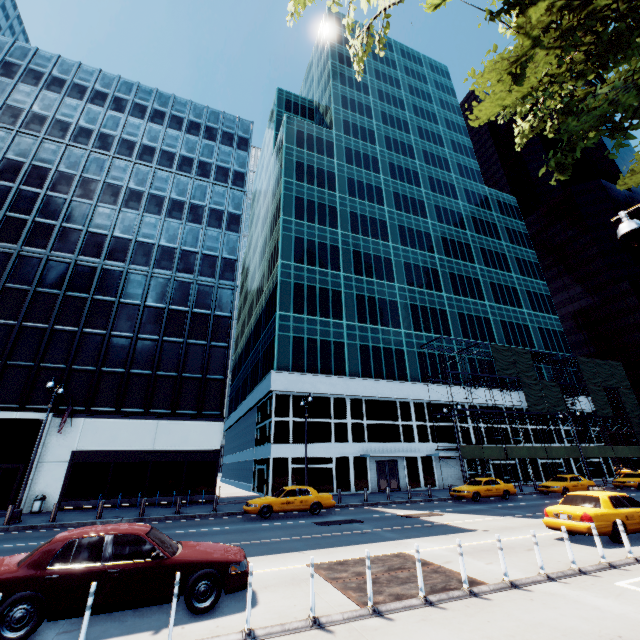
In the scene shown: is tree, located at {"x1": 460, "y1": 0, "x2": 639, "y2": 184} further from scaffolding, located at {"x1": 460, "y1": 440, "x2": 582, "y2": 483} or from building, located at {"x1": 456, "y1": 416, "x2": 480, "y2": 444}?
→ building, located at {"x1": 456, "y1": 416, "x2": 480, "y2": 444}

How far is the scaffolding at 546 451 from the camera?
31.8m

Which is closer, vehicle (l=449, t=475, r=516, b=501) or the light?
the light

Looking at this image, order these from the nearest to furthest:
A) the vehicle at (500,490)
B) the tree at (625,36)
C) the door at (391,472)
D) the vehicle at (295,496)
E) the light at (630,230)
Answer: the light at (630,230) < the tree at (625,36) < the vehicle at (295,496) < the vehicle at (500,490) < the door at (391,472)

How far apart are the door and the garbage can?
25.87m

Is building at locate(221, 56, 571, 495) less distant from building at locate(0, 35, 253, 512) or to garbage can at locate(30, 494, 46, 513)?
building at locate(0, 35, 253, 512)

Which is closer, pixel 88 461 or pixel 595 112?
pixel 595 112

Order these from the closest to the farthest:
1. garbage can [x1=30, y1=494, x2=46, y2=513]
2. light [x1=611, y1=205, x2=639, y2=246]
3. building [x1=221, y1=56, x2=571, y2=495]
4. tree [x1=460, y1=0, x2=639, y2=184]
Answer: light [x1=611, y1=205, x2=639, y2=246]
tree [x1=460, y1=0, x2=639, y2=184]
garbage can [x1=30, y1=494, x2=46, y2=513]
building [x1=221, y1=56, x2=571, y2=495]
